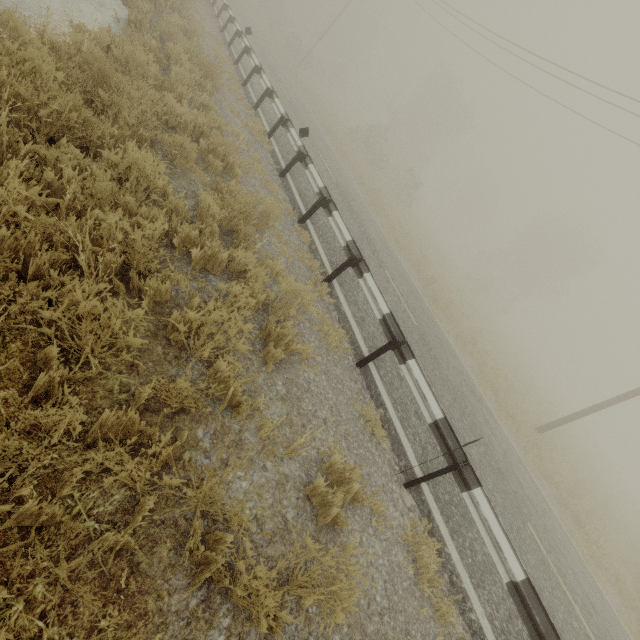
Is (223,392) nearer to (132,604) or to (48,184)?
(132,604)
